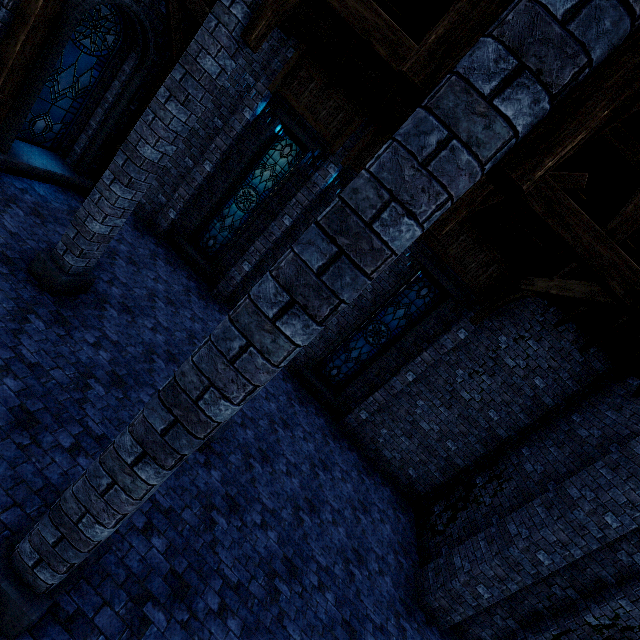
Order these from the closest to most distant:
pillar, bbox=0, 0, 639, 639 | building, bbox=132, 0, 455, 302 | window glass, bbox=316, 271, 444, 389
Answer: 1. pillar, bbox=0, 0, 639, 639
2. building, bbox=132, 0, 455, 302
3. window glass, bbox=316, 271, 444, 389

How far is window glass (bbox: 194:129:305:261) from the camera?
9.9m

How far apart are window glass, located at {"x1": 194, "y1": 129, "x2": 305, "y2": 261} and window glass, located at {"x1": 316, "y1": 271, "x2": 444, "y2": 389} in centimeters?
489cm

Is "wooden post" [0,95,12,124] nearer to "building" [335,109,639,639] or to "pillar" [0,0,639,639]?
"building" [335,109,639,639]

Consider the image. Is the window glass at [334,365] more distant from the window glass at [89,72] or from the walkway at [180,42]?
the window glass at [89,72]

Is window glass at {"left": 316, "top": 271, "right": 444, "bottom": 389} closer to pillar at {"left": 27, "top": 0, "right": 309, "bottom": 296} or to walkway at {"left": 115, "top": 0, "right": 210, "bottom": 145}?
pillar at {"left": 27, "top": 0, "right": 309, "bottom": 296}

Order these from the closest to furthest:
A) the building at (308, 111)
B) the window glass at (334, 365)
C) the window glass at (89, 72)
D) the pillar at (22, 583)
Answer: the pillar at (22, 583)
the building at (308, 111)
the window glass at (89, 72)
the window glass at (334, 365)

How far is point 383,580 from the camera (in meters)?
7.04
